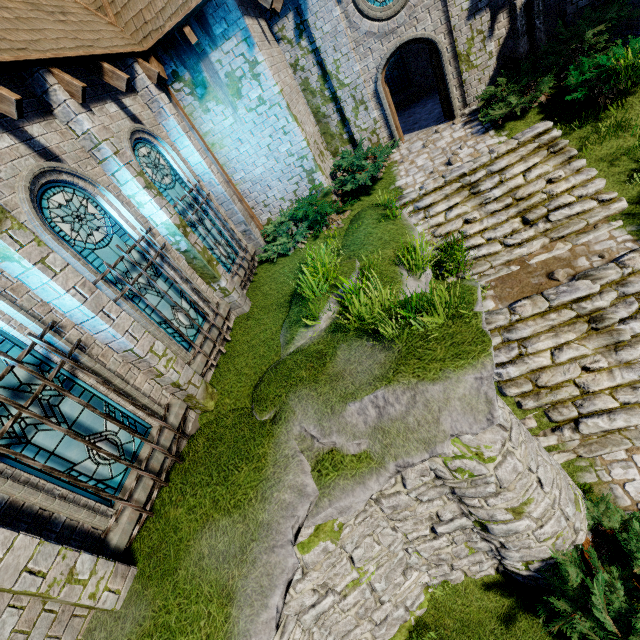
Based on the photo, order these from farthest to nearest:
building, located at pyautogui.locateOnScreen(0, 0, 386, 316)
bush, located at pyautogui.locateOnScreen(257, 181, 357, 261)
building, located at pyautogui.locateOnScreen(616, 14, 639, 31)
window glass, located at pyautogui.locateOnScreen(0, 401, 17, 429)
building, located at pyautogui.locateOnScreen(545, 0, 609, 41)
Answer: bush, located at pyautogui.locateOnScreen(257, 181, 357, 261), building, located at pyautogui.locateOnScreen(545, 0, 609, 41), building, located at pyautogui.locateOnScreen(616, 14, 639, 31), building, located at pyautogui.locateOnScreen(0, 0, 386, 316), window glass, located at pyautogui.locateOnScreen(0, 401, 17, 429)

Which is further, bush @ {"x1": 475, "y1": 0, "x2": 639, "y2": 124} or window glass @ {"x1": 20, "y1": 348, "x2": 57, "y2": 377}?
bush @ {"x1": 475, "y1": 0, "x2": 639, "y2": 124}

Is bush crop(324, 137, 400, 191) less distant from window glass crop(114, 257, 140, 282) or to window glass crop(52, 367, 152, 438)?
window glass crop(114, 257, 140, 282)

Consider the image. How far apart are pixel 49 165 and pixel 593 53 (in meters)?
13.01

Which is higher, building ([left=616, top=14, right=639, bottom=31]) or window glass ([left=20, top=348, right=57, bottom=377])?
window glass ([left=20, top=348, right=57, bottom=377])

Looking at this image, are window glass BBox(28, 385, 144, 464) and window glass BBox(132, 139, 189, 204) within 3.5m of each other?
no

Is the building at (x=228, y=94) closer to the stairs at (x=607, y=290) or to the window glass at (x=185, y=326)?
the window glass at (x=185, y=326)

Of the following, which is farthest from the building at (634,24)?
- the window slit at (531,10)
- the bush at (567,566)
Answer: the bush at (567,566)
